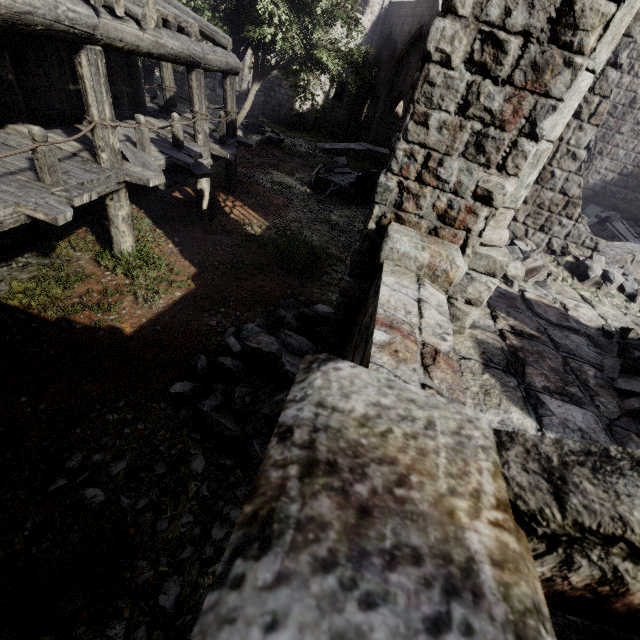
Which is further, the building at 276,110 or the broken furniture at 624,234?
the building at 276,110

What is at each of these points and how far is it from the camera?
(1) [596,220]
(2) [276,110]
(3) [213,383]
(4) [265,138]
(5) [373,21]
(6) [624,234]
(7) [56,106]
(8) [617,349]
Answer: (1) rubble, 14.84m
(2) building, 28.03m
(3) rubble, 5.10m
(4) fountain, 20.62m
(5) building, 25.98m
(6) broken furniture, 13.74m
(7) building, 7.12m
(8) rubble, 5.45m

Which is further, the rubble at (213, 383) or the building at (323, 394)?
the rubble at (213, 383)

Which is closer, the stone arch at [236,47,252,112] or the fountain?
the fountain

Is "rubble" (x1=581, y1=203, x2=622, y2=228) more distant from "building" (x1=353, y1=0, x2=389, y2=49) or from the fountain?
the fountain

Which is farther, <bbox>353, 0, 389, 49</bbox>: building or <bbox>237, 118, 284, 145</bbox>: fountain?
<bbox>353, 0, 389, 49</bbox>: building

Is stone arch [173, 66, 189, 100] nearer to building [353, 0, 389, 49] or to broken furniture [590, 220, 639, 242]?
building [353, 0, 389, 49]

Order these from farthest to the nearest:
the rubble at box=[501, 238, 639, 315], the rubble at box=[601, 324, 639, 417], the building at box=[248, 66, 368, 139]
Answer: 1. the building at box=[248, 66, 368, 139]
2. the rubble at box=[501, 238, 639, 315]
3. the rubble at box=[601, 324, 639, 417]
